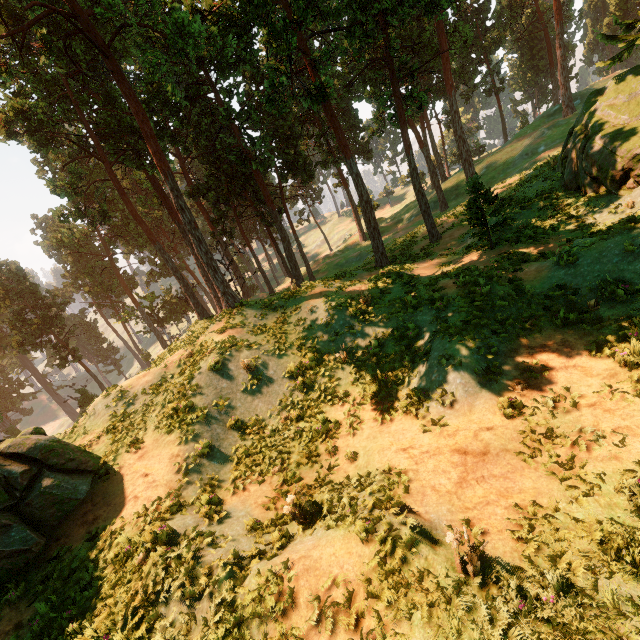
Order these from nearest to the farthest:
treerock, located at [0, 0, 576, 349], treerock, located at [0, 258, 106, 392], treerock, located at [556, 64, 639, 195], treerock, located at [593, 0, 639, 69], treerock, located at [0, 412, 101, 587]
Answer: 1. treerock, located at [0, 412, 101, 587]
2. treerock, located at [556, 64, 639, 195]
3. treerock, located at [593, 0, 639, 69]
4. treerock, located at [0, 0, 576, 349]
5. treerock, located at [0, 258, 106, 392]

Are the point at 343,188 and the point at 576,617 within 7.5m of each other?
no

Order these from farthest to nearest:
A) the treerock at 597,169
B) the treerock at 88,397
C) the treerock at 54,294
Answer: the treerock at 88,397 < the treerock at 54,294 < the treerock at 597,169

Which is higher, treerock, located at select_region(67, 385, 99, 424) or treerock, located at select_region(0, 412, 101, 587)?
treerock, located at select_region(0, 412, 101, 587)

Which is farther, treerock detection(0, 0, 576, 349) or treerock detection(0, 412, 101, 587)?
treerock detection(0, 0, 576, 349)

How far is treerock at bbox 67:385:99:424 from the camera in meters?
43.1

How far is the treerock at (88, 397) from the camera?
Answer: 43.1m
